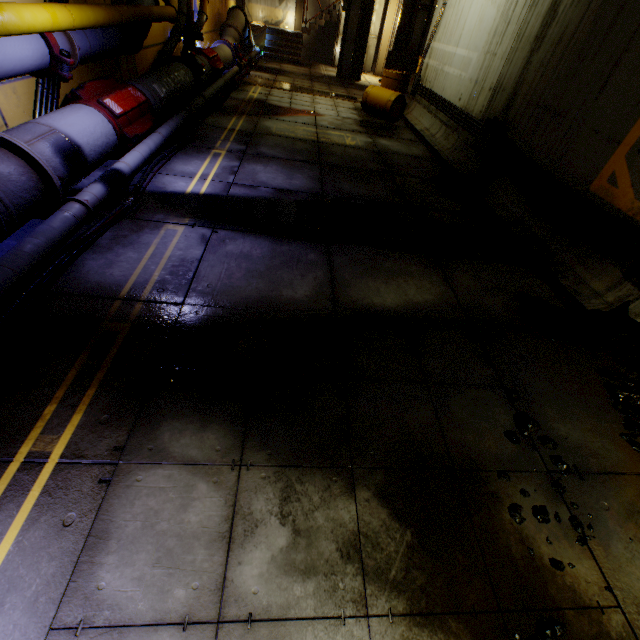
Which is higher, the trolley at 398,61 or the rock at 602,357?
the trolley at 398,61

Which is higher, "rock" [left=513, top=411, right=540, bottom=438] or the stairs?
the stairs

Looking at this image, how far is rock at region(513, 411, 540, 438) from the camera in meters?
2.6

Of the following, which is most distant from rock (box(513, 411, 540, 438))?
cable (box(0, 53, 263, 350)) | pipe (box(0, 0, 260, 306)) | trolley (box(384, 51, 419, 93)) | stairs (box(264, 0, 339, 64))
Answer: trolley (box(384, 51, 419, 93))

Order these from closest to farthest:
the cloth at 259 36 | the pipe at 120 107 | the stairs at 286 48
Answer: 1. the pipe at 120 107
2. the cloth at 259 36
3. the stairs at 286 48

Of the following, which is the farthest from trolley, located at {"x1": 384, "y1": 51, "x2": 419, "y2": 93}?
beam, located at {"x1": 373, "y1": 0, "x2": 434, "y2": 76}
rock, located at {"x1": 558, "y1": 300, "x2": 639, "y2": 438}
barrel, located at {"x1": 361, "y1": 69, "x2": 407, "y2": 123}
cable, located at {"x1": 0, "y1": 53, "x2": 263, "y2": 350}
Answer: rock, located at {"x1": 558, "y1": 300, "x2": 639, "y2": 438}

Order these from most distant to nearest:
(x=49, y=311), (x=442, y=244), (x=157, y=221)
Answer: (x=442, y=244), (x=157, y=221), (x=49, y=311)

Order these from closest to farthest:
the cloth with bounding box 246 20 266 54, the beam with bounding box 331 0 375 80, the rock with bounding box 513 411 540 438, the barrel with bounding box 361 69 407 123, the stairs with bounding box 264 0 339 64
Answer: the rock with bounding box 513 411 540 438, the barrel with bounding box 361 69 407 123, the beam with bounding box 331 0 375 80, the cloth with bounding box 246 20 266 54, the stairs with bounding box 264 0 339 64
